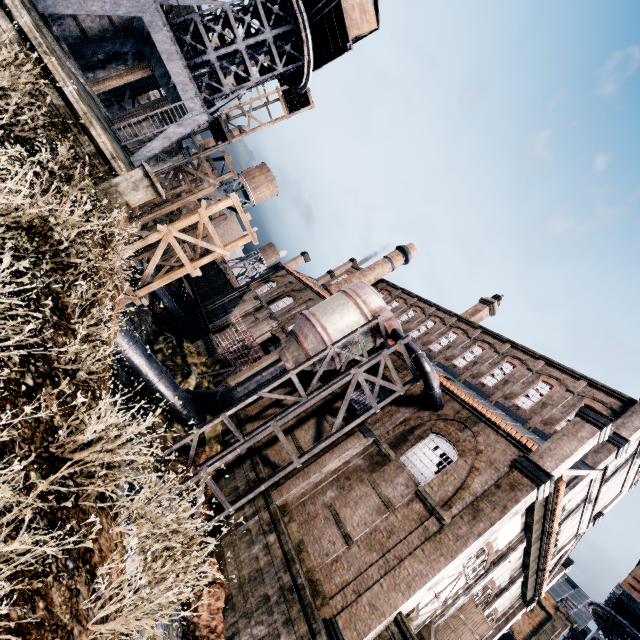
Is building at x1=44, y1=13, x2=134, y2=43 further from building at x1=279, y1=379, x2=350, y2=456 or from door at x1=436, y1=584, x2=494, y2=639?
door at x1=436, y1=584, x2=494, y2=639

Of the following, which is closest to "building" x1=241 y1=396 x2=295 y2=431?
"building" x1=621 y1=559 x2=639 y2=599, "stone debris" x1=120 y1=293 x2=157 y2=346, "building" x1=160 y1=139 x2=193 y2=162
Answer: "building" x1=621 y1=559 x2=639 y2=599

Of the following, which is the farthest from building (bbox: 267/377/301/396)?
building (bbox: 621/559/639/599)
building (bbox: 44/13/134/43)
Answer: building (bbox: 44/13/134/43)

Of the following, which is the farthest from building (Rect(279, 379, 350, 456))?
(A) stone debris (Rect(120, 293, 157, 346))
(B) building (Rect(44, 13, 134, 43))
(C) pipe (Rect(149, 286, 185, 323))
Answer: (B) building (Rect(44, 13, 134, 43))

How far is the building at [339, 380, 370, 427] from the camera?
21.1 meters

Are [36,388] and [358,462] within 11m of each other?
no

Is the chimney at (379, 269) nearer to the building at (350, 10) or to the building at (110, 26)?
the building at (350, 10)

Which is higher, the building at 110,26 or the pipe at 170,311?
the building at 110,26
